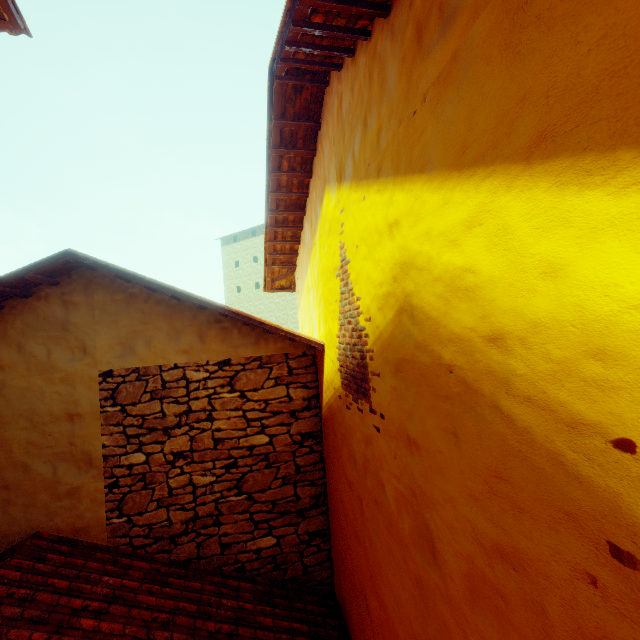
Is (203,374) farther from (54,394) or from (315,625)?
(315,625)
